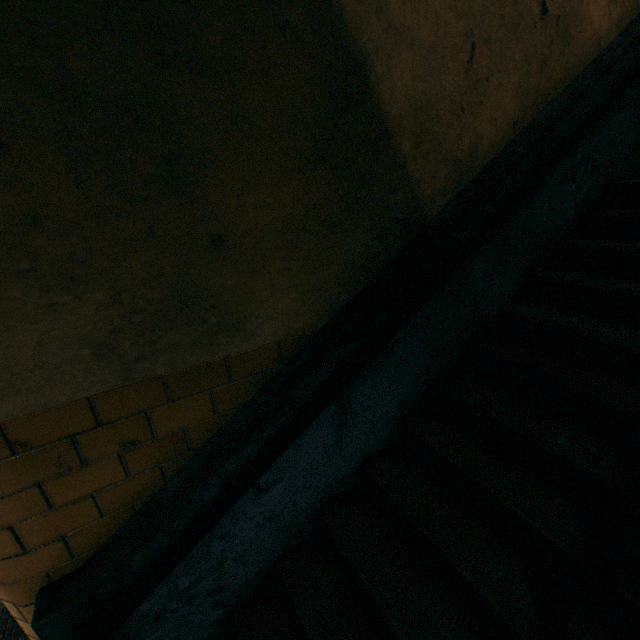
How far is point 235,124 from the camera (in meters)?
1.18
